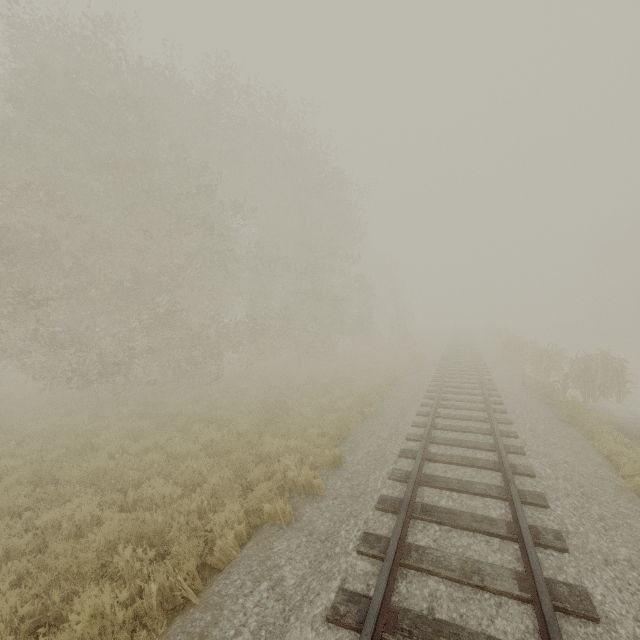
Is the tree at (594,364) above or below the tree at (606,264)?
below

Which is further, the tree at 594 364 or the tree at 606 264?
the tree at 606 264

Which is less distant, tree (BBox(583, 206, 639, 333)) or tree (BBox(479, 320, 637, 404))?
tree (BBox(479, 320, 637, 404))

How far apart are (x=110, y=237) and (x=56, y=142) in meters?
3.5 m

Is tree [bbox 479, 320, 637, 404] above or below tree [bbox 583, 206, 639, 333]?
below
